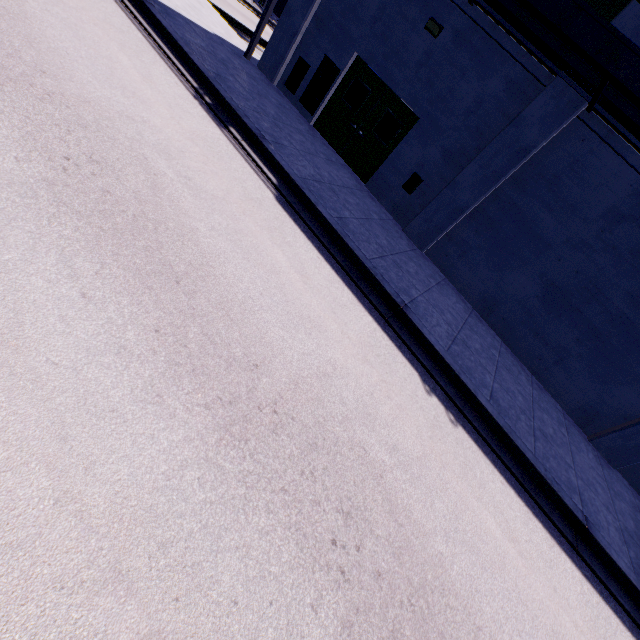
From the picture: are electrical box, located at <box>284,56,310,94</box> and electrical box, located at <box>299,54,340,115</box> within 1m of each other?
yes

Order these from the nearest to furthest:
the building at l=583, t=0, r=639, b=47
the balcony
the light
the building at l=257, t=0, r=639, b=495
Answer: the balcony
the building at l=583, t=0, r=639, b=47
the building at l=257, t=0, r=639, b=495
the light

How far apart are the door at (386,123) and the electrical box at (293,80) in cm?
110

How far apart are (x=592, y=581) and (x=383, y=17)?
13.79m

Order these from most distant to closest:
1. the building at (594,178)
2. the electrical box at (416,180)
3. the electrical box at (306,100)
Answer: the electrical box at (306,100) < the electrical box at (416,180) < the building at (594,178)

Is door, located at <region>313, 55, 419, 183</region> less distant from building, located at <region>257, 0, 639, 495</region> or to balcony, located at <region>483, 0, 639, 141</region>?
building, located at <region>257, 0, 639, 495</region>

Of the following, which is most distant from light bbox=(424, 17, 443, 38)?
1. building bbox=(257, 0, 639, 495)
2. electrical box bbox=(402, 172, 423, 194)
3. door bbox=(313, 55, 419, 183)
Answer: electrical box bbox=(402, 172, 423, 194)

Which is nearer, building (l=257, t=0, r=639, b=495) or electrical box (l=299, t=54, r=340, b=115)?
building (l=257, t=0, r=639, b=495)
